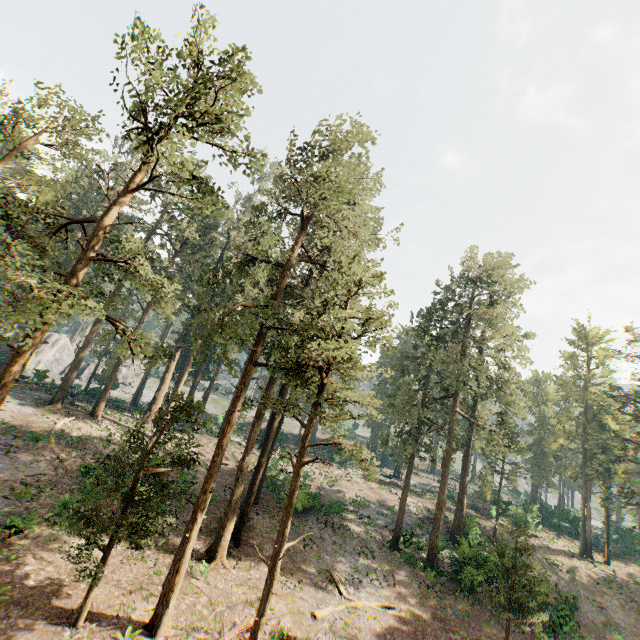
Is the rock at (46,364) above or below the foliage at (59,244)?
below

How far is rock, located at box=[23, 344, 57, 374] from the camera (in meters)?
51.75

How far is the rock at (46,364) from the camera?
51.8 meters

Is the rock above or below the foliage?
below

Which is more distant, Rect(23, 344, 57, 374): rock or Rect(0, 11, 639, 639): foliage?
Rect(23, 344, 57, 374): rock

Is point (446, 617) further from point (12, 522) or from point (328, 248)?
point (12, 522)
